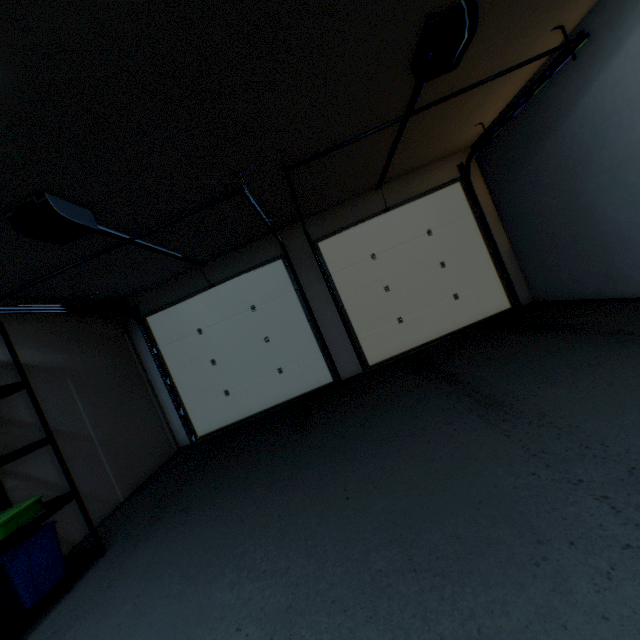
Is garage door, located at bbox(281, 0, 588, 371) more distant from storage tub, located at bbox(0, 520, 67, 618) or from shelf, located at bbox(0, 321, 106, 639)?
storage tub, located at bbox(0, 520, 67, 618)

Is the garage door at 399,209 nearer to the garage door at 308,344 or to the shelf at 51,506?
the garage door at 308,344

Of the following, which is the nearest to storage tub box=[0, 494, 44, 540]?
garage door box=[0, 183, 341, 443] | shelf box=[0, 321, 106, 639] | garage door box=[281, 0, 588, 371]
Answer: shelf box=[0, 321, 106, 639]

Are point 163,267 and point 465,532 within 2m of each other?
no

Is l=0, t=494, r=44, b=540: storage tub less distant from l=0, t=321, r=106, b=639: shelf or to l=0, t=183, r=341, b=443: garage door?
l=0, t=321, r=106, b=639: shelf

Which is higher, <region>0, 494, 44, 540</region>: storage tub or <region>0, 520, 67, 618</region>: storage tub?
<region>0, 494, 44, 540</region>: storage tub

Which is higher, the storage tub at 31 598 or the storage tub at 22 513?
the storage tub at 22 513

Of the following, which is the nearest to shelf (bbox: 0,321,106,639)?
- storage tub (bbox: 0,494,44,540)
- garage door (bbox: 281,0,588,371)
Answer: storage tub (bbox: 0,494,44,540)
